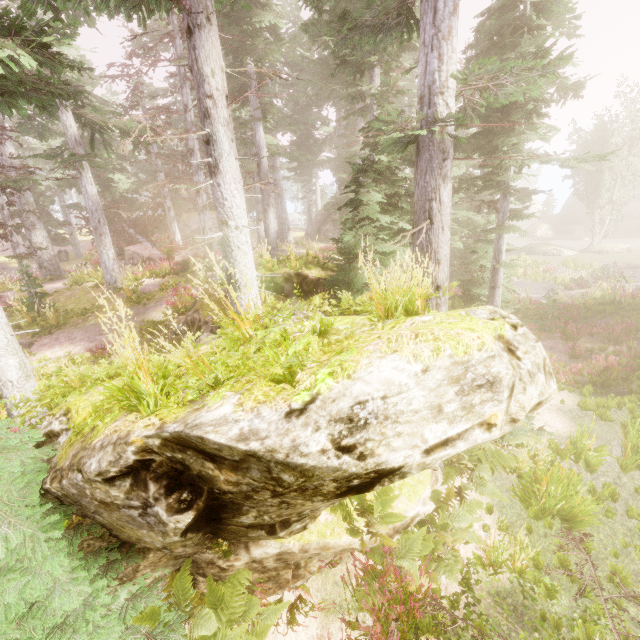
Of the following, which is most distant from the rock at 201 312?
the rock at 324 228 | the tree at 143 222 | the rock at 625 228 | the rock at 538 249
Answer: the rock at 625 228

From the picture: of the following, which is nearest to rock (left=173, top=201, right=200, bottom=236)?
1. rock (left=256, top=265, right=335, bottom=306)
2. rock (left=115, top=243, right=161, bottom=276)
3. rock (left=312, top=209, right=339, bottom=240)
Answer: rock (left=312, top=209, right=339, bottom=240)

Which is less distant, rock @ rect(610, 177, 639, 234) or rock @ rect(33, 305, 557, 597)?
rock @ rect(33, 305, 557, 597)

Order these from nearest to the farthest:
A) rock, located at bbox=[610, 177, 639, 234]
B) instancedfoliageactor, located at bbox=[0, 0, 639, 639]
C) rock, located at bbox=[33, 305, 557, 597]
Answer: rock, located at bbox=[33, 305, 557, 597] → instancedfoliageactor, located at bbox=[0, 0, 639, 639] → rock, located at bbox=[610, 177, 639, 234]

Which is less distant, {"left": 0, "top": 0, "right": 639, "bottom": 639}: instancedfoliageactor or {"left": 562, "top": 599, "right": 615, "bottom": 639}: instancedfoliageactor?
{"left": 0, "top": 0, "right": 639, "bottom": 639}: instancedfoliageactor

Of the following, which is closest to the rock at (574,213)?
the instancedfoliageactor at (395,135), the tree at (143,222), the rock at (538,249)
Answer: the instancedfoliageactor at (395,135)

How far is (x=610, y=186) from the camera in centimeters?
2986cm

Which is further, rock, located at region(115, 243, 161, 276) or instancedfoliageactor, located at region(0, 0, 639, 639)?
rock, located at region(115, 243, 161, 276)
